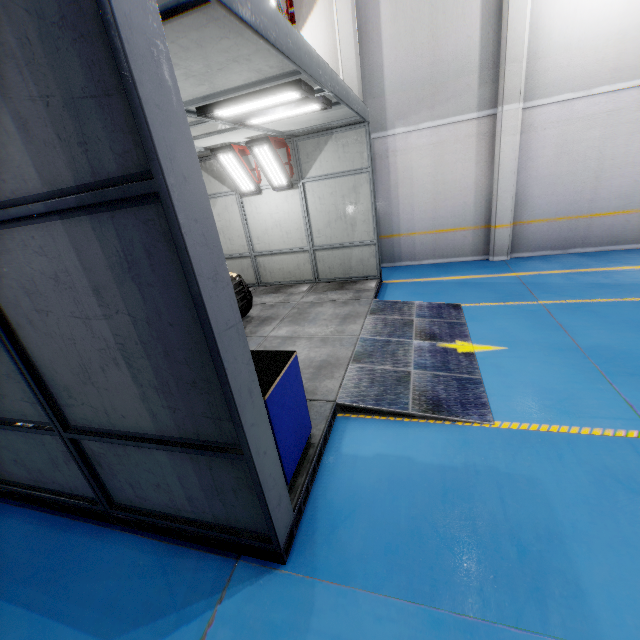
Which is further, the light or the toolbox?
the light

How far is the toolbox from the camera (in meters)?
2.92

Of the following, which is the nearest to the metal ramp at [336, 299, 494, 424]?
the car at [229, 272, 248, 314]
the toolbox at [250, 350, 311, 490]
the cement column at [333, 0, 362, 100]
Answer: the toolbox at [250, 350, 311, 490]

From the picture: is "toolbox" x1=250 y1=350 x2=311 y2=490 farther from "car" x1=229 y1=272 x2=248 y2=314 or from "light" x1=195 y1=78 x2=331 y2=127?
"light" x1=195 y1=78 x2=331 y2=127

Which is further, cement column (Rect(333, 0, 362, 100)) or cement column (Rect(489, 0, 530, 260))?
cement column (Rect(333, 0, 362, 100))

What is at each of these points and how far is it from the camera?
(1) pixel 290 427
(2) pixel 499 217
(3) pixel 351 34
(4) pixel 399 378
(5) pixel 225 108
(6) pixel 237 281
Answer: (1) toolbox, 3.24m
(2) cement column, 9.43m
(3) cement column, 8.61m
(4) metal ramp, 4.89m
(5) light, 4.41m
(6) car, 6.71m

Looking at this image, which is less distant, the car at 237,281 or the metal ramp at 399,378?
the metal ramp at 399,378

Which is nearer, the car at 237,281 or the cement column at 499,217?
the car at 237,281
